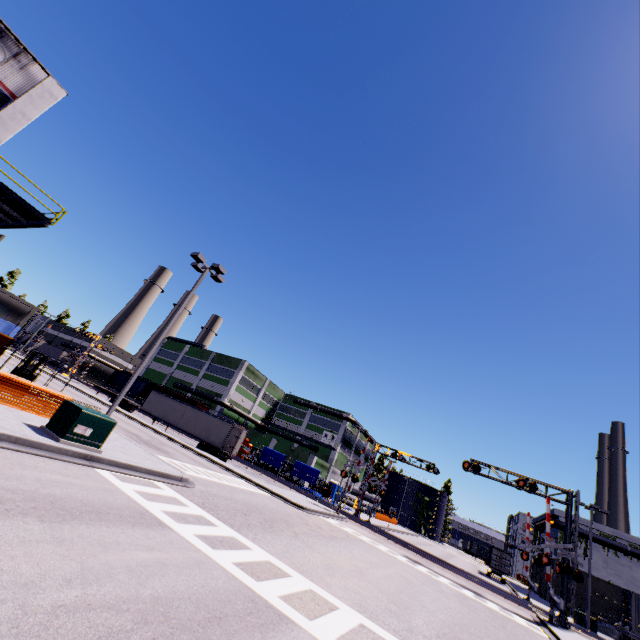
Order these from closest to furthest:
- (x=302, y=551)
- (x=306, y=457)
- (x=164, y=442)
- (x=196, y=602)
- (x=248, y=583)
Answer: (x=196, y=602) → (x=248, y=583) → (x=302, y=551) → (x=164, y=442) → (x=306, y=457)

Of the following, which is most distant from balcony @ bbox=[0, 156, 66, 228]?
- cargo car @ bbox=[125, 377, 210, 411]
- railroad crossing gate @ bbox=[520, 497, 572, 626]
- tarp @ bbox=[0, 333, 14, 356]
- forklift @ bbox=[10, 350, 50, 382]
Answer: railroad crossing gate @ bbox=[520, 497, 572, 626]

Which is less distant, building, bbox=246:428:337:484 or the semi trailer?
the semi trailer

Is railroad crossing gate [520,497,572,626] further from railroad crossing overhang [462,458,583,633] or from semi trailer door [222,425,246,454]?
semi trailer door [222,425,246,454]

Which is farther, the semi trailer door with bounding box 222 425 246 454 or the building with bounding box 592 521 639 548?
the building with bounding box 592 521 639 548

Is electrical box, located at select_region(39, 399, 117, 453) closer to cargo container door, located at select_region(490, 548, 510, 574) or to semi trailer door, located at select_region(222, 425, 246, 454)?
semi trailer door, located at select_region(222, 425, 246, 454)

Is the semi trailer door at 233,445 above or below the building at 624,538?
below

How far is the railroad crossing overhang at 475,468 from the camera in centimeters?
2205cm
